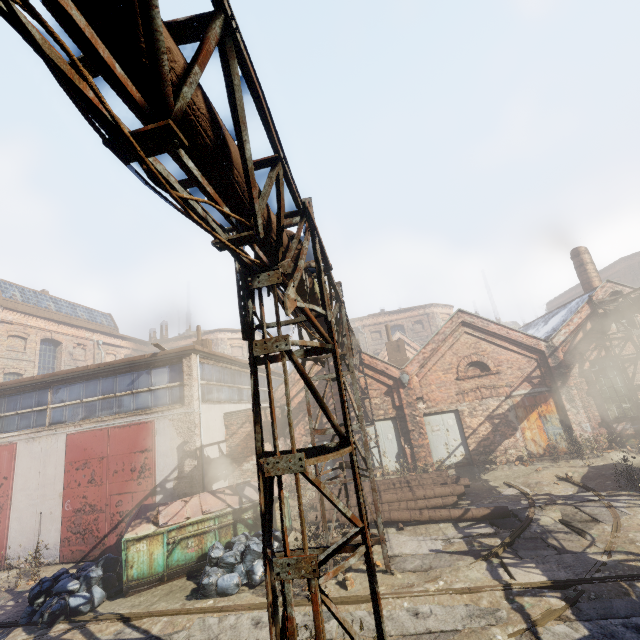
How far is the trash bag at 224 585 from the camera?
7.2m

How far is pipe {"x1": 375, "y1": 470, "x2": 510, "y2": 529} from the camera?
9.4m

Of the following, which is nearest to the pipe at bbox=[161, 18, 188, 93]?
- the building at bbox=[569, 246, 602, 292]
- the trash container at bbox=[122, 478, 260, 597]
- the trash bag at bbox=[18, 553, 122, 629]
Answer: the building at bbox=[569, 246, 602, 292]

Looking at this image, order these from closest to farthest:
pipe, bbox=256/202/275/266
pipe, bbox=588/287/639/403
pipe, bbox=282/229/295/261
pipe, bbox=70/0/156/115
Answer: pipe, bbox=70/0/156/115 → pipe, bbox=256/202/275/266 → pipe, bbox=282/229/295/261 → pipe, bbox=588/287/639/403

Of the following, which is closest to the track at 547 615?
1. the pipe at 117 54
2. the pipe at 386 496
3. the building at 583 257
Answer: the pipe at 117 54

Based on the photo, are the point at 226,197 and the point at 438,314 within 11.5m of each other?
no

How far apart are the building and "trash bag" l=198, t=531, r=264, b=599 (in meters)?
19.53

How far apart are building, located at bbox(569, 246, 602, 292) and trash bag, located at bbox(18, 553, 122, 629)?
23.66m
